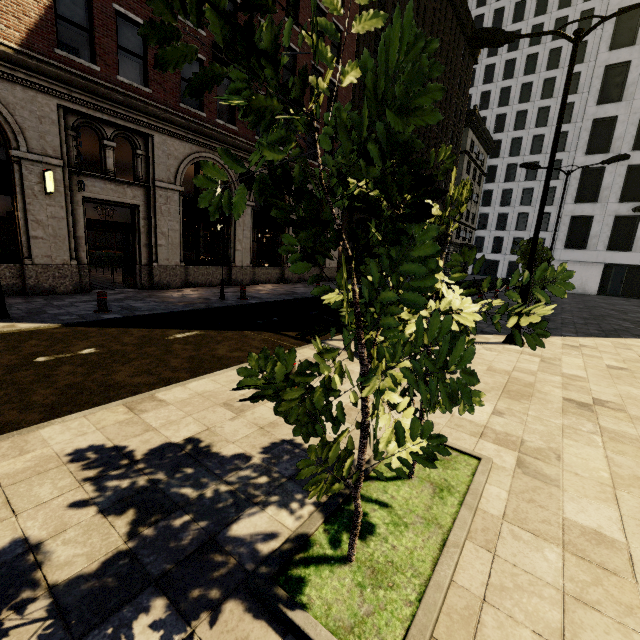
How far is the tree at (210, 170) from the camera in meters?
1.5 m

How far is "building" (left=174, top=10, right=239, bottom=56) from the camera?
12.4 meters

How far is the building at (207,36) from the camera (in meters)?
12.41

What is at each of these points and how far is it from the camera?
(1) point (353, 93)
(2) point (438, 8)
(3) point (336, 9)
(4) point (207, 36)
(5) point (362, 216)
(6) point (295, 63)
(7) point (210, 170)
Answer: (1) building, 22.5 meters
(2) building, 30.0 meters
(3) tree, 1.2 meters
(4) building, 13.3 meters
(5) building, 26.2 meters
(6) building, 17.4 meters
(7) tree, 1.5 meters

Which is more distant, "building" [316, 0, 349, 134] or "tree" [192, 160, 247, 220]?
"building" [316, 0, 349, 134]
